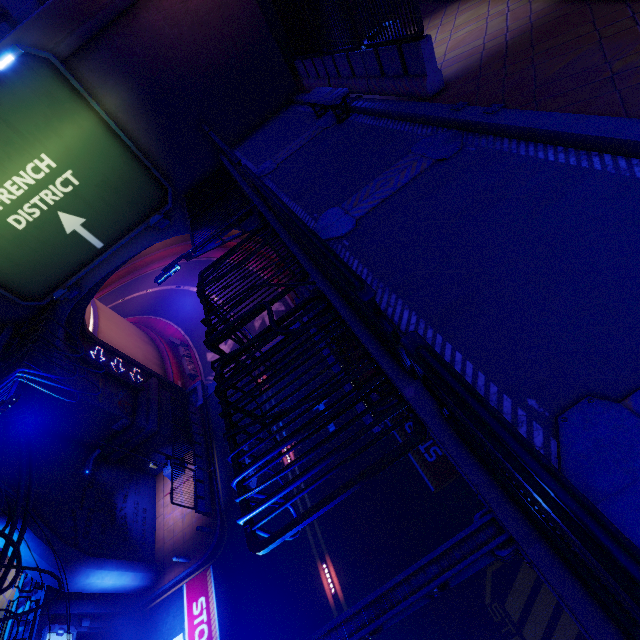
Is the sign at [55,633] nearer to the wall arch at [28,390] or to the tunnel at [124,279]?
the wall arch at [28,390]

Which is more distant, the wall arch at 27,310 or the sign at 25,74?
the wall arch at 27,310

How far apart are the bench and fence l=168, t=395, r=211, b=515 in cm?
1853

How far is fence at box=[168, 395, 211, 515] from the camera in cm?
1794

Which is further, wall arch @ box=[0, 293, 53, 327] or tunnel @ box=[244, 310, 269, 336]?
tunnel @ box=[244, 310, 269, 336]

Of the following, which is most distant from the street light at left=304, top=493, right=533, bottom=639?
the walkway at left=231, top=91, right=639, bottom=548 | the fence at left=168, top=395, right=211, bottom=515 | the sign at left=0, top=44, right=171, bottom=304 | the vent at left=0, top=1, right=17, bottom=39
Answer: the vent at left=0, top=1, right=17, bottom=39

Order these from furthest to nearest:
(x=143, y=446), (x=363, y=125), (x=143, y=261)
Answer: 1. (x=143, y=261)
2. (x=143, y=446)
3. (x=363, y=125)

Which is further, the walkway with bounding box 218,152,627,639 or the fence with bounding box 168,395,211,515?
the fence with bounding box 168,395,211,515
